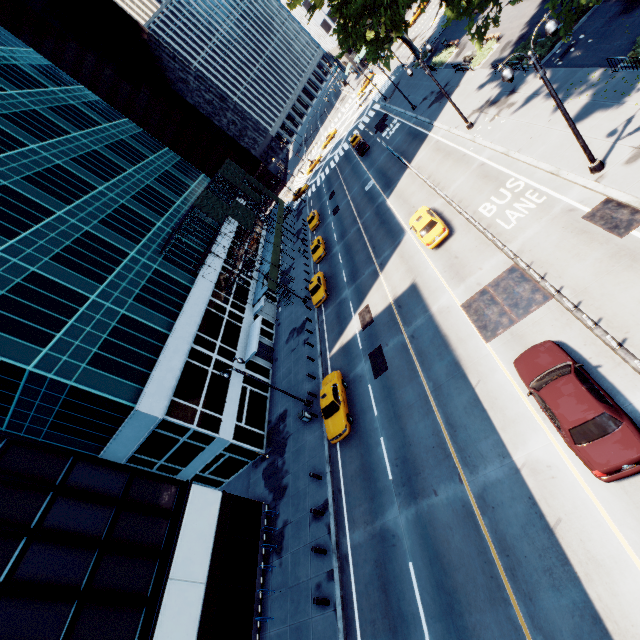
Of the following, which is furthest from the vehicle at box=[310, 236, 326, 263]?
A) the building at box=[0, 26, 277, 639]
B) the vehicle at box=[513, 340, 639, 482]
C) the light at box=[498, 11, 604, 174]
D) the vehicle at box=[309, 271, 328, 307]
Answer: the vehicle at box=[513, 340, 639, 482]

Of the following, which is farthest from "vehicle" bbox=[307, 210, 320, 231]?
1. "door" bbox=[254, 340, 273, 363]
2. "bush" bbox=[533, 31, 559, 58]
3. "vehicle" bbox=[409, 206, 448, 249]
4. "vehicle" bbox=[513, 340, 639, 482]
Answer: "vehicle" bbox=[513, 340, 639, 482]

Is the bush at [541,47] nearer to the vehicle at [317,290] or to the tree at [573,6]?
the tree at [573,6]

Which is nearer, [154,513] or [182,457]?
[154,513]

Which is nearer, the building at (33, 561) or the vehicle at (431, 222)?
the building at (33, 561)

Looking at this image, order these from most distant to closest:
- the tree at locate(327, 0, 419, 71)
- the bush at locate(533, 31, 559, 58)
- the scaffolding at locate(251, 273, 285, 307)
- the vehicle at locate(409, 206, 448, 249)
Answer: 1. the scaffolding at locate(251, 273, 285, 307)
2. the bush at locate(533, 31, 559, 58)
3. the vehicle at locate(409, 206, 448, 249)
4. the tree at locate(327, 0, 419, 71)

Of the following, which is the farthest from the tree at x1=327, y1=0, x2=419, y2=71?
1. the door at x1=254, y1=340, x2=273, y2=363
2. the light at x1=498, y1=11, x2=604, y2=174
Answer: the door at x1=254, y1=340, x2=273, y2=363

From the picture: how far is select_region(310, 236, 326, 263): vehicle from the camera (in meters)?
39.34
